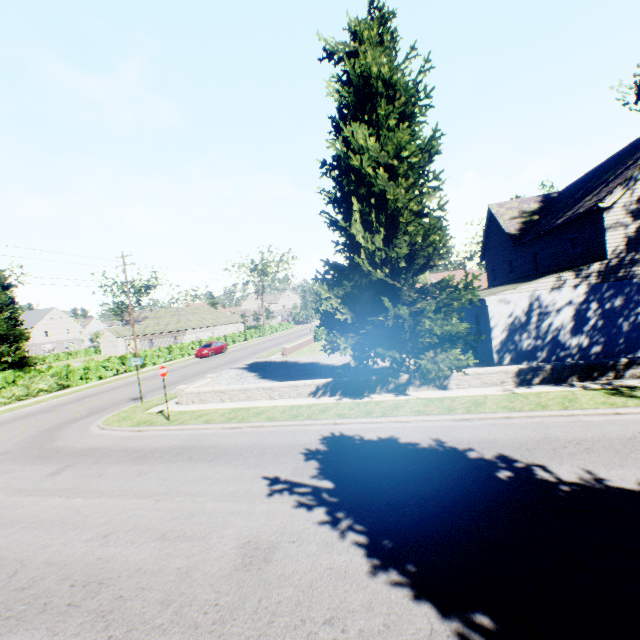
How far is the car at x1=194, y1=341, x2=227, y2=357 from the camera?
37.0m

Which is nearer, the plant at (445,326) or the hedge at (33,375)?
the plant at (445,326)

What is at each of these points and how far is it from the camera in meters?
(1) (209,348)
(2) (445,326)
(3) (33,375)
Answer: (1) car, 37.6 m
(2) plant, 12.2 m
(3) hedge, 26.3 m

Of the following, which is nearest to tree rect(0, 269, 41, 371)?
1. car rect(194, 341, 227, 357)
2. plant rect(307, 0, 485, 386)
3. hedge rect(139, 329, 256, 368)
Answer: hedge rect(139, 329, 256, 368)

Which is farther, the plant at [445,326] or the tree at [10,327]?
the tree at [10,327]

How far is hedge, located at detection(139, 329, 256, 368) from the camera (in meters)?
34.28

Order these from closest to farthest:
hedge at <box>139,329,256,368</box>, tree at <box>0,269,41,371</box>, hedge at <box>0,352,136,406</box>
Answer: hedge at <box>0,352,136,406</box> → tree at <box>0,269,41,371</box> → hedge at <box>139,329,256,368</box>

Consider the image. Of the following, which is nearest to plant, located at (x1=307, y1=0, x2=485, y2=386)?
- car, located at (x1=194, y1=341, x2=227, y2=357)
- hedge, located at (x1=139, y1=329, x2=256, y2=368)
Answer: hedge, located at (x1=139, y1=329, x2=256, y2=368)
